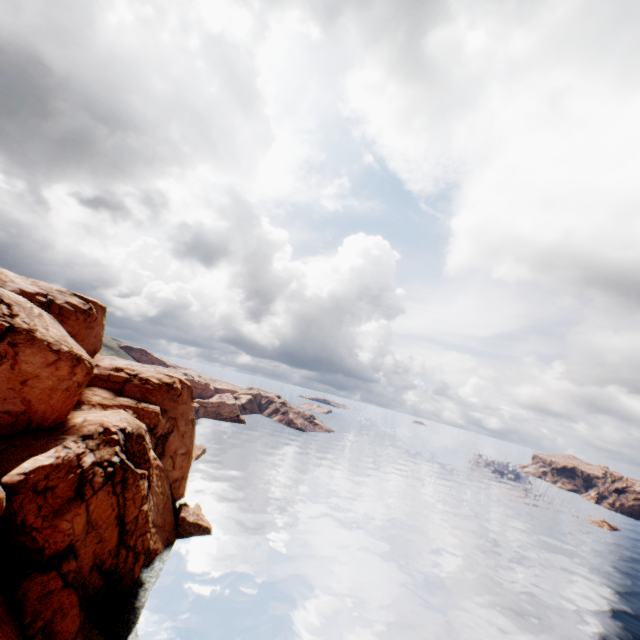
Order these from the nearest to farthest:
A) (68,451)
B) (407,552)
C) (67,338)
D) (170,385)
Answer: (68,451) < (67,338) < (170,385) < (407,552)
